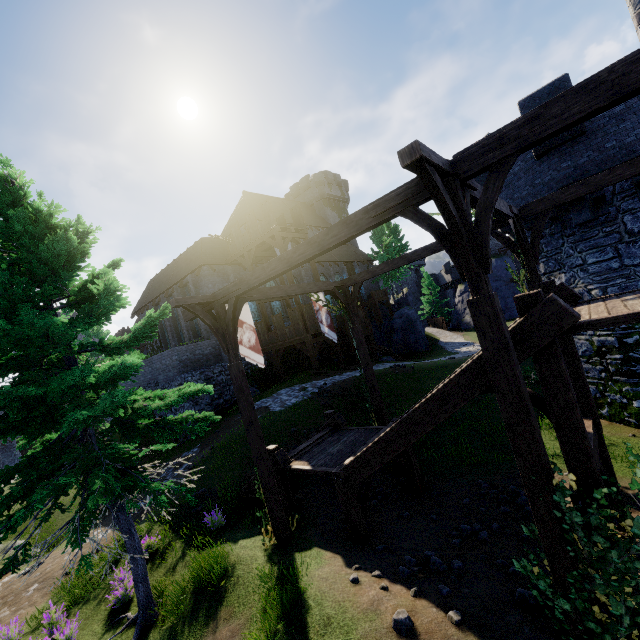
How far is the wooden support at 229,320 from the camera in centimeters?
766cm

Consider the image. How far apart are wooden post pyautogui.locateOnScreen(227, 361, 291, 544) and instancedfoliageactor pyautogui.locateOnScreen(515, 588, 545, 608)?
4.95m

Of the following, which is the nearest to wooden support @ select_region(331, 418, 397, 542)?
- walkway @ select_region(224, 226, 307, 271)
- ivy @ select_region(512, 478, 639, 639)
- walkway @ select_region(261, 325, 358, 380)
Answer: ivy @ select_region(512, 478, 639, 639)

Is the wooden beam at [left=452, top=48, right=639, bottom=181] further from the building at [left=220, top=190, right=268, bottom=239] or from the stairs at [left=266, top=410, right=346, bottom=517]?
the building at [left=220, top=190, right=268, bottom=239]

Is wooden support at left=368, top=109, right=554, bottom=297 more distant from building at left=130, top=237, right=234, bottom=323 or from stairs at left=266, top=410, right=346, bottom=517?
building at left=130, top=237, right=234, bottom=323

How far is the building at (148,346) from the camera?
32.5 meters

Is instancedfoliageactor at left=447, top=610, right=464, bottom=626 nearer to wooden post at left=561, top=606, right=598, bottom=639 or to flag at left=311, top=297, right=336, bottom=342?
wooden post at left=561, top=606, right=598, bottom=639

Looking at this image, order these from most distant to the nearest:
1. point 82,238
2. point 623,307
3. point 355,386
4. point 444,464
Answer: point 355,386 → point 444,464 → point 82,238 → point 623,307
